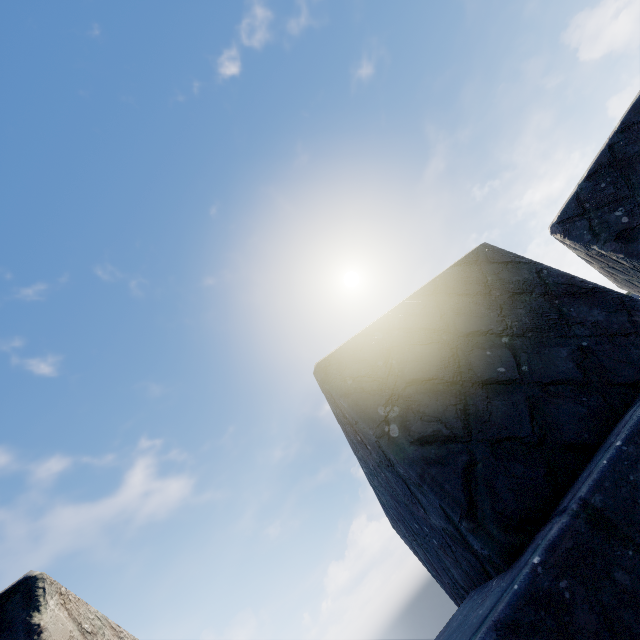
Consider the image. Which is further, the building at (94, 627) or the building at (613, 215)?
the building at (613, 215)

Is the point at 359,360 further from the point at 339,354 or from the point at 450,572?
the point at 450,572

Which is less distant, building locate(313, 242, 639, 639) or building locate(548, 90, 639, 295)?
building locate(313, 242, 639, 639)
